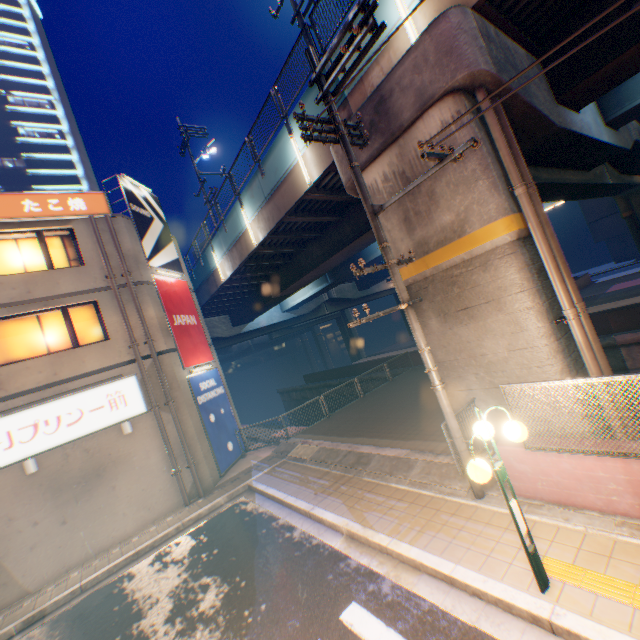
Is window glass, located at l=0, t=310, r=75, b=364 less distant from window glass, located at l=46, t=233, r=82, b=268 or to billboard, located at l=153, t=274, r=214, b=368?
window glass, located at l=46, t=233, r=82, b=268

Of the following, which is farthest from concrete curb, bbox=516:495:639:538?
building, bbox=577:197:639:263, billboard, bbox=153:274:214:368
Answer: building, bbox=577:197:639:263

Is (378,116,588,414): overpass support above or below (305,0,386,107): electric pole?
below

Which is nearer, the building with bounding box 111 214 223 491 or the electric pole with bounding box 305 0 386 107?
the electric pole with bounding box 305 0 386 107

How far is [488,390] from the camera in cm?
754

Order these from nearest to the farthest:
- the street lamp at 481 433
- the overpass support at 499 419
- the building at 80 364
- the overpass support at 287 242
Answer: the street lamp at 481 433
the overpass support at 499 419
the building at 80 364
the overpass support at 287 242

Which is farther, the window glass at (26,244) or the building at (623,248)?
→ the building at (623,248)

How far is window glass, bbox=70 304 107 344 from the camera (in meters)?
12.06
